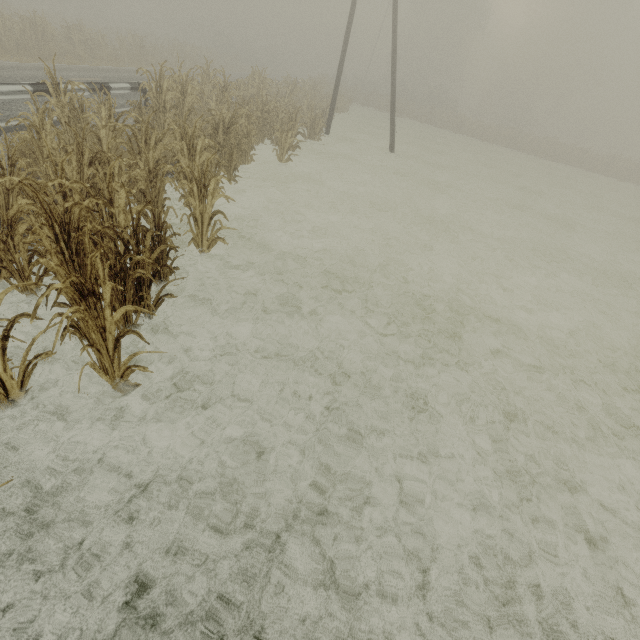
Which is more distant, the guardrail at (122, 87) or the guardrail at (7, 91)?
the guardrail at (122, 87)

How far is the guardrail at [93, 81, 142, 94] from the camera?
10.0 meters

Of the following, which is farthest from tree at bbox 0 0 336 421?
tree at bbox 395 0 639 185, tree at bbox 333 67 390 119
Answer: tree at bbox 395 0 639 185

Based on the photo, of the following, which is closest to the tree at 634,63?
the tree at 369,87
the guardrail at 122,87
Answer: the tree at 369,87

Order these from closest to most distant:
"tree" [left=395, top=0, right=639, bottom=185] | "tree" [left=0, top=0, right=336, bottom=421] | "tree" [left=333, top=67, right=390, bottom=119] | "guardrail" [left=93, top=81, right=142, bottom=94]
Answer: "tree" [left=0, top=0, right=336, bottom=421]
"guardrail" [left=93, top=81, right=142, bottom=94]
"tree" [left=333, top=67, right=390, bottom=119]
"tree" [left=395, top=0, right=639, bottom=185]

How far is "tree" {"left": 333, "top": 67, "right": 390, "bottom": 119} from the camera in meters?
28.5

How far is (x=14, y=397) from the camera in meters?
3.1 m

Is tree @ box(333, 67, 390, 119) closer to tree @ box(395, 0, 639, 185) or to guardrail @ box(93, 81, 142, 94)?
guardrail @ box(93, 81, 142, 94)
